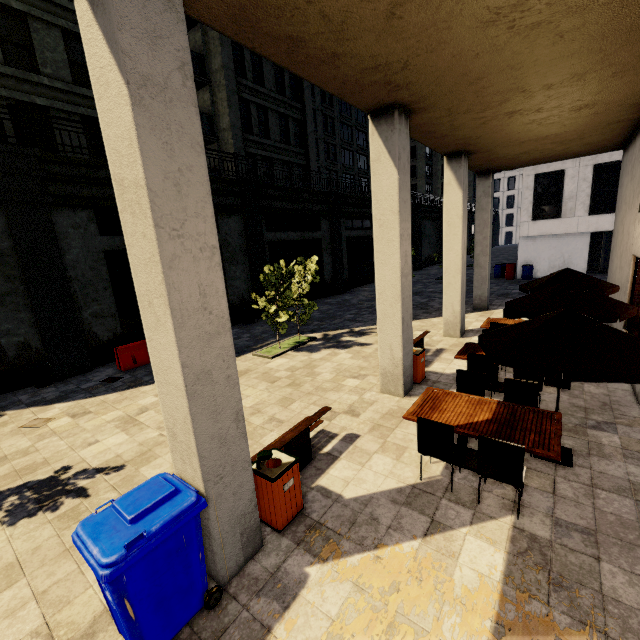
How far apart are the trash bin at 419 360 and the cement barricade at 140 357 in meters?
8.6 m

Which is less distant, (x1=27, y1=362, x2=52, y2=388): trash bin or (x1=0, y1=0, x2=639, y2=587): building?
(x1=0, y1=0, x2=639, y2=587): building

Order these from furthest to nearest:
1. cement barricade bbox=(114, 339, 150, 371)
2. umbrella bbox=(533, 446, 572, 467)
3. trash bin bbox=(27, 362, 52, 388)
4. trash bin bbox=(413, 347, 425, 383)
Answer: cement barricade bbox=(114, 339, 150, 371), trash bin bbox=(27, 362, 52, 388), trash bin bbox=(413, 347, 425, 383), umbrella bbox=(533, 446, 572, 467)

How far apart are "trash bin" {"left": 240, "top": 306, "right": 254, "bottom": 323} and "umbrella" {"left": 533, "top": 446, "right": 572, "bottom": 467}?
13.08m

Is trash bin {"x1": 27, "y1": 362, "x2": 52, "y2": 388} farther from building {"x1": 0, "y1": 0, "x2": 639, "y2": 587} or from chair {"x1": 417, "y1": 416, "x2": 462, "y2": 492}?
chair {"x1": 417, "y1": 416, "x2": 462, "y2": 492}

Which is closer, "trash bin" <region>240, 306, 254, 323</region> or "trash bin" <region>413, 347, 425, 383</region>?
"trash bin" <region>413, 347, 425, 383</region>

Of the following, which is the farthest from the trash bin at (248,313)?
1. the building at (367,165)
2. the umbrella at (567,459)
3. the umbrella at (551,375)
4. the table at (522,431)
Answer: the umbrella at (567,459)

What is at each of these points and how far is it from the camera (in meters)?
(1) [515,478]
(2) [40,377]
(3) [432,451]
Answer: (1) chair, 3.88
(2) trash bin, 9.76
(3) chair, 4.53
